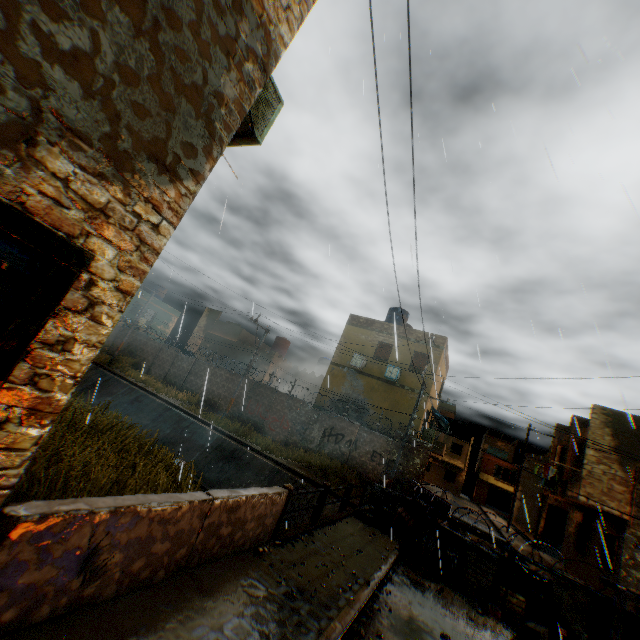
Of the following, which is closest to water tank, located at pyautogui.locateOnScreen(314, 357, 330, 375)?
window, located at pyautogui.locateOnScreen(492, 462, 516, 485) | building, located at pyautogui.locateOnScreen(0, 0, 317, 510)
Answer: building, located at pyautogui.locateOnScreen(0, 0, 317, 510)

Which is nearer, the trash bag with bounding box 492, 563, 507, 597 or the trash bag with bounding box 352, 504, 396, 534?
the trash bag with bounding box 492, 563, 507, 597

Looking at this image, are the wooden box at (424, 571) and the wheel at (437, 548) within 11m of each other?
yes

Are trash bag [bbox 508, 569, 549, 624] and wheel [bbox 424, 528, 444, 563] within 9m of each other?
yes

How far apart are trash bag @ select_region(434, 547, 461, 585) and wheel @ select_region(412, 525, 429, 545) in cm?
13

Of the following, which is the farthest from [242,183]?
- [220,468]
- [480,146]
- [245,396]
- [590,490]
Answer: [590,490]

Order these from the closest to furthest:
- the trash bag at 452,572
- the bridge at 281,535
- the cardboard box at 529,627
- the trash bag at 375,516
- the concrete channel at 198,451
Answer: the bridge at 281,535 < the cardboard box at 529,627 < the trash bag at 452,572 < the trash bag at 375,516 < the concrete channel at 198,451

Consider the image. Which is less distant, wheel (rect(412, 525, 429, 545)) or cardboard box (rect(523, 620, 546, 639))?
cardboard box (rect(523, 620, 546, 639))
